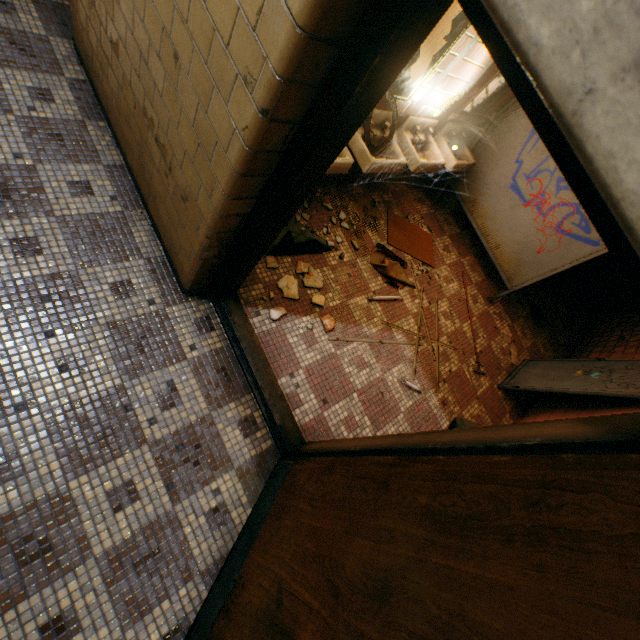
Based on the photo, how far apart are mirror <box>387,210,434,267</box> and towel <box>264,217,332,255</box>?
0.9m

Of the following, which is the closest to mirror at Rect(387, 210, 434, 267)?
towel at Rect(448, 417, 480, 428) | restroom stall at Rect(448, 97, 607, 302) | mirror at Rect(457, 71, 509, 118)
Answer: restroom stall at Rect(448, 97, 607, 302)

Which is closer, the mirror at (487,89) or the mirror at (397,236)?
the mirror at (487,89)

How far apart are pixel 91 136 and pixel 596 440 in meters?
3.4 m

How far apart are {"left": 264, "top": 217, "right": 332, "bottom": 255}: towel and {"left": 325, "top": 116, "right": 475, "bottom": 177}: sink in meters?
1.2 m

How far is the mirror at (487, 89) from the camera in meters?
3.3 m

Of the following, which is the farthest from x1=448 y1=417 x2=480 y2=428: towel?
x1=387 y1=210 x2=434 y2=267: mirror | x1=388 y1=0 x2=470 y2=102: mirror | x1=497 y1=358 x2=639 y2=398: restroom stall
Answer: x1=388 y1=0 x2=470 y2=102: mirror

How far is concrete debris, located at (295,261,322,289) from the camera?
2.98m
